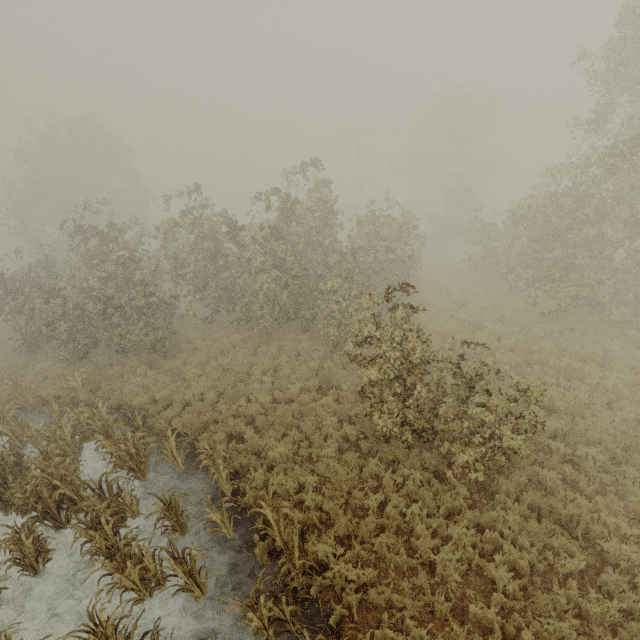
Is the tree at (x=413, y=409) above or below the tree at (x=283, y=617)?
above

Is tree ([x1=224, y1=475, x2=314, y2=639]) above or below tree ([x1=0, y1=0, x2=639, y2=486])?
below

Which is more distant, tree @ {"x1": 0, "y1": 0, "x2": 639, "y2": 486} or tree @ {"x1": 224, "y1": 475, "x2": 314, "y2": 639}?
tree @ {"x1": 0, "y1": 0, "x2": 639, "y2": 486}

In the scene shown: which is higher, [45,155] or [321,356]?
[45,155]

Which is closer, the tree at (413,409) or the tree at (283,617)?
the tree at (283,617)
